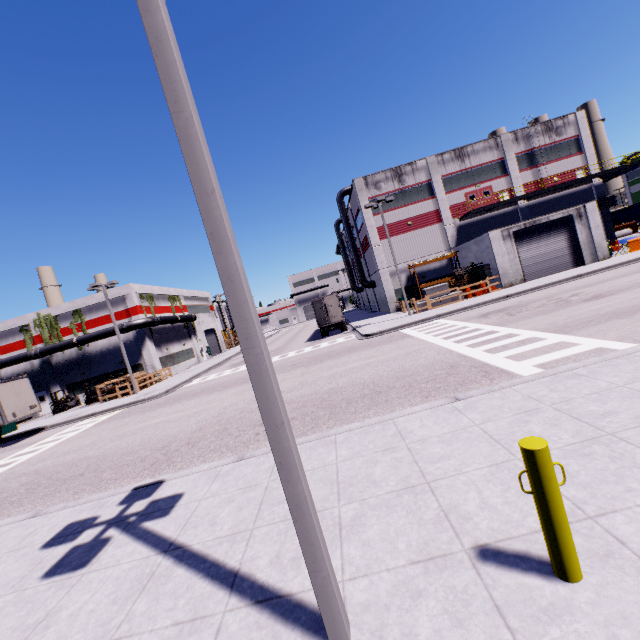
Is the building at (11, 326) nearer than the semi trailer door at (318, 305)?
No

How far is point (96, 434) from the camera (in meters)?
16.41

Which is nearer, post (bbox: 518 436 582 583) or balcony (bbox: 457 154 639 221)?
post (bbox: 518 436 582 583)

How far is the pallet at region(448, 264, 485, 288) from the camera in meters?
28.5

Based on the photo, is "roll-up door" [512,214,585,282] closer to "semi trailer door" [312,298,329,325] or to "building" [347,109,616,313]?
"building" [347,109,616,313]

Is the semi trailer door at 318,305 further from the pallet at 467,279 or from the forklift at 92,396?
the forklift at 92,396

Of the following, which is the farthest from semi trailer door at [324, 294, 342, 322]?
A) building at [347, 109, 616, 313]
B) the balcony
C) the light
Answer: the light

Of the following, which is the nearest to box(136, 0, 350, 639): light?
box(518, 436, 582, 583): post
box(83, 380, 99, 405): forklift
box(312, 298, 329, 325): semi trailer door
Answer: box(518, 436, 582, 583): post
